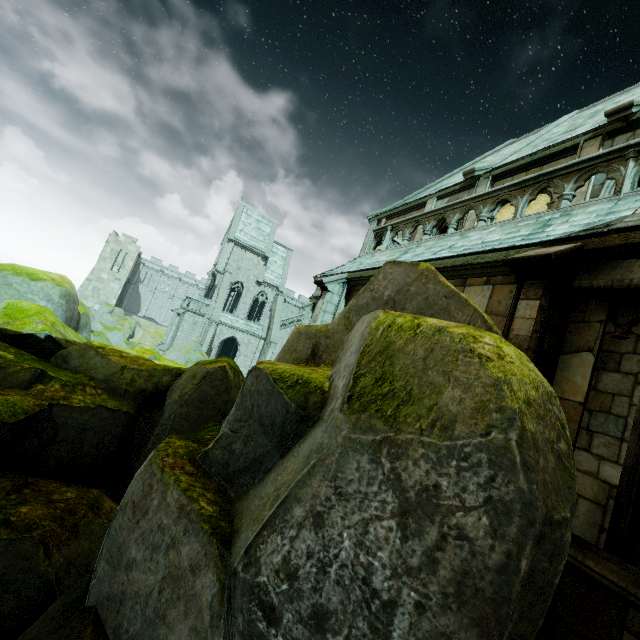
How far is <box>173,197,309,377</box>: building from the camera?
38.06m

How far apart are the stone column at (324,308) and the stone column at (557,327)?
6.1m

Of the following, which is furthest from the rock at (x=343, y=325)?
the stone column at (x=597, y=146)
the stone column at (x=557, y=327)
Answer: the stone column at (x=597, y=146)

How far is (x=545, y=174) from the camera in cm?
723

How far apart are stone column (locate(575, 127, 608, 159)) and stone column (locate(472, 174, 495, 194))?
2.5 meters

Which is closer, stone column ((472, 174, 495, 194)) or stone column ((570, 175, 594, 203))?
stone column ((570, 175, 594, 203))

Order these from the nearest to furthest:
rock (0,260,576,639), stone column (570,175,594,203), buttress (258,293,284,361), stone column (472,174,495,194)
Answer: rock (0,260,576,639)
stone column (570,175,594,203)
stone column (472,174,495,194)
buttress (258,293,284,361)
